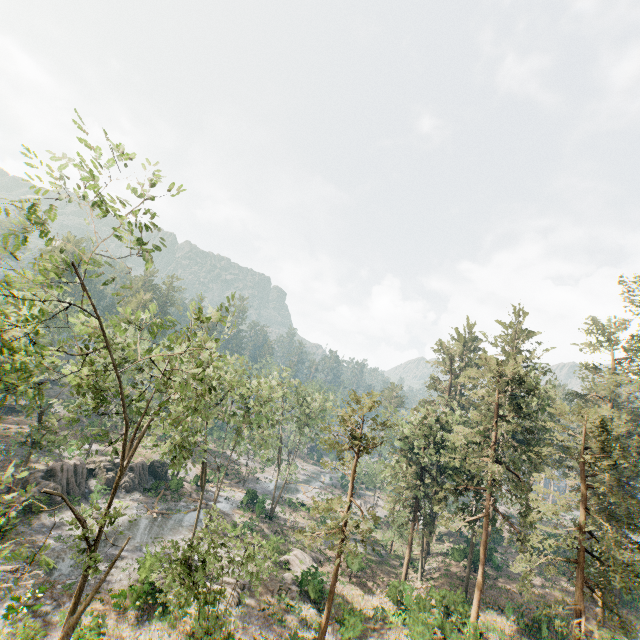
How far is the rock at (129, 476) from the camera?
39.25m

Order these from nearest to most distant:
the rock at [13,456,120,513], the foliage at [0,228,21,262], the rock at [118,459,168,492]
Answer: the foliage at [0,228,21,262], the rock at [13,456,120,513], the rock at [118,459,168,492]

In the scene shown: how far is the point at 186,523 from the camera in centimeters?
3584cm

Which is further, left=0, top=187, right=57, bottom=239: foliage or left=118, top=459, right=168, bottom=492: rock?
left=118, top=459, right=168, bottom=492: rock

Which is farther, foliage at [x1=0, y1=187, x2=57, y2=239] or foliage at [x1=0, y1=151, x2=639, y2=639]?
foliage at [x1=0, y1=151, x2=639, y2=639]

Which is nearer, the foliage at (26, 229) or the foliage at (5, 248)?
the foliage at (26, 229)
